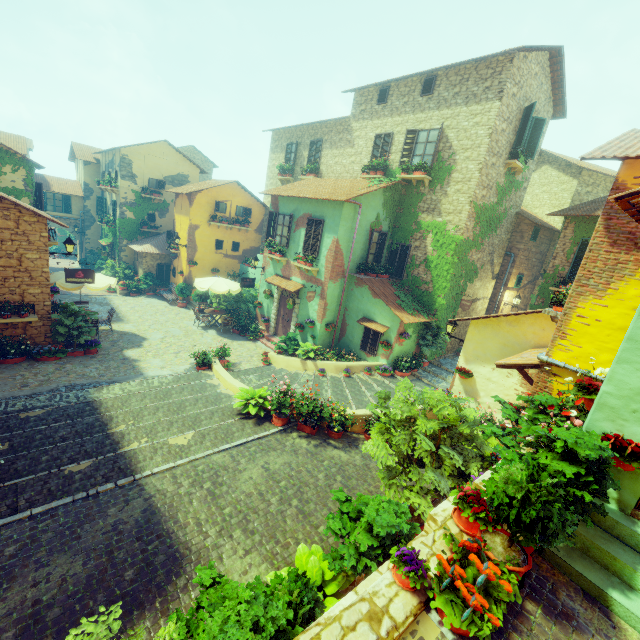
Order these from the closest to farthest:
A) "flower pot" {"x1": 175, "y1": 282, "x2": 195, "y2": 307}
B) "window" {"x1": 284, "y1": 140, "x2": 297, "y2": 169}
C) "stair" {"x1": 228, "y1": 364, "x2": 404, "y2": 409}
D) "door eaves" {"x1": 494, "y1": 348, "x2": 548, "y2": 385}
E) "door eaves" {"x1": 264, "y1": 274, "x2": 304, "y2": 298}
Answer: "door eaves" {"x1": 494, "y1": 348, "x2": 548, "y2": 385} < "stair" {"x1": 228, "y1": 364, "x2": 404, "y2": 409} < "door eaves" {"x1": 264, "y1": 274, "x2": 304, "y2": 298} < "window" {"x1": 284, "y1": 140, "x2": 297, "y2": 169} < "flower pot" {"x1": 175, "y1": 282, "x2": 195, "y2": 307}

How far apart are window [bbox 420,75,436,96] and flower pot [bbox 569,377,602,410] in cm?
1404

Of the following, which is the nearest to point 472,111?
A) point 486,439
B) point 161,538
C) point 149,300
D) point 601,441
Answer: point 486,439

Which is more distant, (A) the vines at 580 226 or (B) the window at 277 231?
(B) the window at 277 231

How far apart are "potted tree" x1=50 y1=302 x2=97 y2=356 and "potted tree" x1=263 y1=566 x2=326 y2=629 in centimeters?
1181cm

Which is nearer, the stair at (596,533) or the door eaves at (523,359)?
the stair at (596,533)

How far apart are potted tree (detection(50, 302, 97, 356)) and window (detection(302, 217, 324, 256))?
9.1m

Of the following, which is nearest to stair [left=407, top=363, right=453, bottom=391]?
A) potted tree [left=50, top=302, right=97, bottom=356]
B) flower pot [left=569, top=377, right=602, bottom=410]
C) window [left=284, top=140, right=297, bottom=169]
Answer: potted tree [left=50, top=302, right=97, bottom=356]
